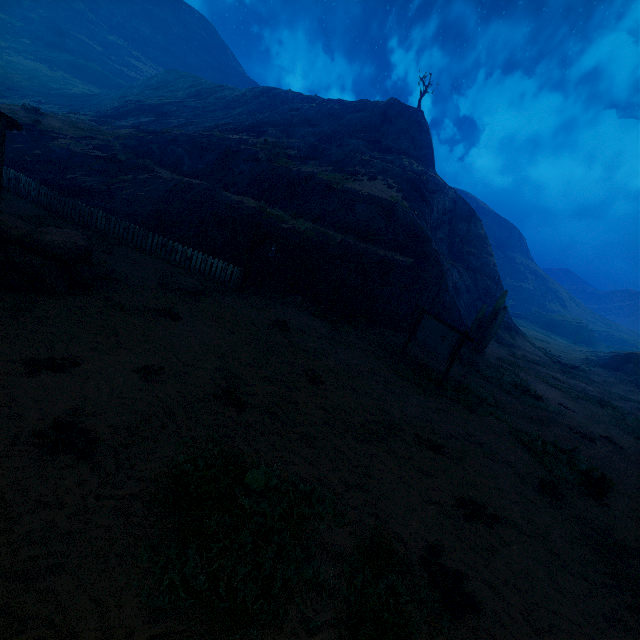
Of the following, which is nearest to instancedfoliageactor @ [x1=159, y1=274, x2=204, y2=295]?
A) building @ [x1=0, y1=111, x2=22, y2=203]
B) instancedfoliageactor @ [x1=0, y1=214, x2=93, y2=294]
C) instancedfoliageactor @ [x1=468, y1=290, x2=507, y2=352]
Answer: instancedfoliageactor @ [x1=0, y1=214, x2=93, y2=294]

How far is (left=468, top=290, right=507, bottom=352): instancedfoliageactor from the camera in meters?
18.8 m

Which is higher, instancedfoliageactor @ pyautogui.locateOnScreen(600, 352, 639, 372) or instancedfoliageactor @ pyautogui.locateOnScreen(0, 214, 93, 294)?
instancedfoliageactor @ pyautogui.locateOnScreen(600, 352, 639, 372)

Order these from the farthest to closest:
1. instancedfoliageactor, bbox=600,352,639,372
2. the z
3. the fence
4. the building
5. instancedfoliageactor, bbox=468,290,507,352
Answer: instancedfoliageactor, bbox=600,352,639,372, instancedfoliageactor, bbox=468,290,507,352, the fence, the building, the z

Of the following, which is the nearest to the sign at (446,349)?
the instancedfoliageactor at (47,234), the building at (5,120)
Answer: the instancedfoliageactor at (47,234)

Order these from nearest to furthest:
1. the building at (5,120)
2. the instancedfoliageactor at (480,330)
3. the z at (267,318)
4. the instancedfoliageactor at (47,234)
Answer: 1. the z at (267,318)
2. the instancedfoliageactor at (47,234)
3. the building at (5,120)
4. the instancedfoliageactor at (480,330)

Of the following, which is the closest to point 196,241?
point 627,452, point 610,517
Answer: point 610,517

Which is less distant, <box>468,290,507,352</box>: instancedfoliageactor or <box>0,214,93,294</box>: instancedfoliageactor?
<box>0,214,93,294</box>: instancedfoliageactor
